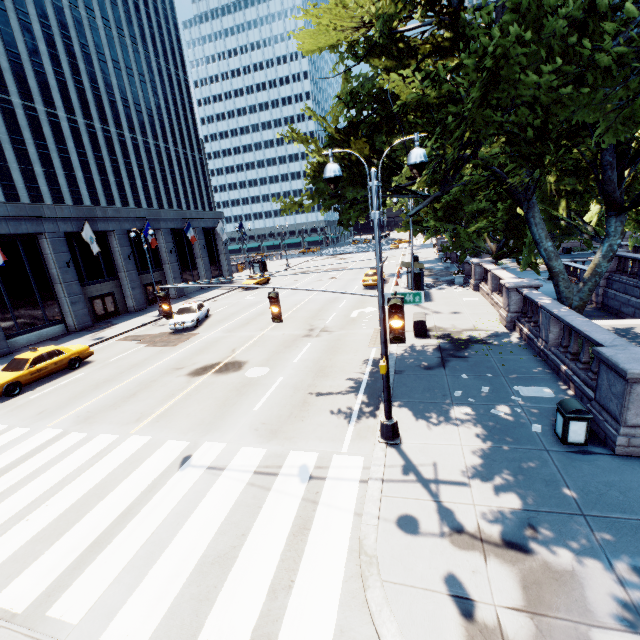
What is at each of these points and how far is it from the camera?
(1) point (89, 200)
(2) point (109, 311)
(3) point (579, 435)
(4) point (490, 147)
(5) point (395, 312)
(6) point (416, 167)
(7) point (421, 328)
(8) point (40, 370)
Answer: (1) building, 52.2m
(2) door, 29.7m
(3) garbage can, 7.7m
(4) tree, 22.0m
(5) traffic light, 5.7m
(6) light, 6.8m
(7) container, 15.9m
(8) vehicle, 15.9m

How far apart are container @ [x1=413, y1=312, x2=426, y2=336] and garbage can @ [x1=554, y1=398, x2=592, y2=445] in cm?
793

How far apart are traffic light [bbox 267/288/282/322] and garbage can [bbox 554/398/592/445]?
7.26m

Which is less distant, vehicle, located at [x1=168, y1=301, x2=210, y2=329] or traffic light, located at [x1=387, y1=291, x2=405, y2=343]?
traffic light, located at [x1=387, y1=291, x2=405, y2=343]

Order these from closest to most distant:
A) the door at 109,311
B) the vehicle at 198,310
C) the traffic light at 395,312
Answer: the traffic light at 395,312 < the vehicle at 198,310 < the door at 109,311

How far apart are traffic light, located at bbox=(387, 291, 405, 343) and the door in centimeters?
3056cm

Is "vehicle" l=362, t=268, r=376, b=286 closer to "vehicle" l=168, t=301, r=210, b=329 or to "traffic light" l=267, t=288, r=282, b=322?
"vehicle" l=168, t=301, r=210, b=329

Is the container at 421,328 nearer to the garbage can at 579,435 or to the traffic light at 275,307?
the garbage can at 579,435
